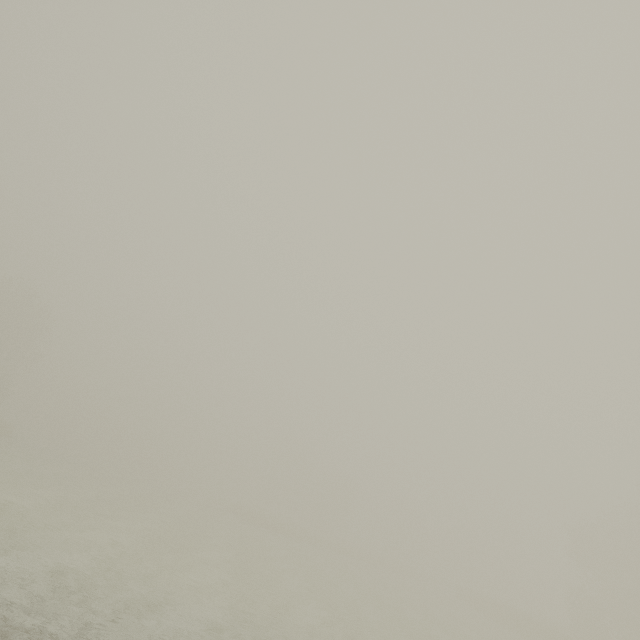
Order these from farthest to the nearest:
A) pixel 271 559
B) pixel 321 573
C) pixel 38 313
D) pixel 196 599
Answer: pixel 38 313 < pixel 321 573 < pixel 271 559 < pixel 196 599
